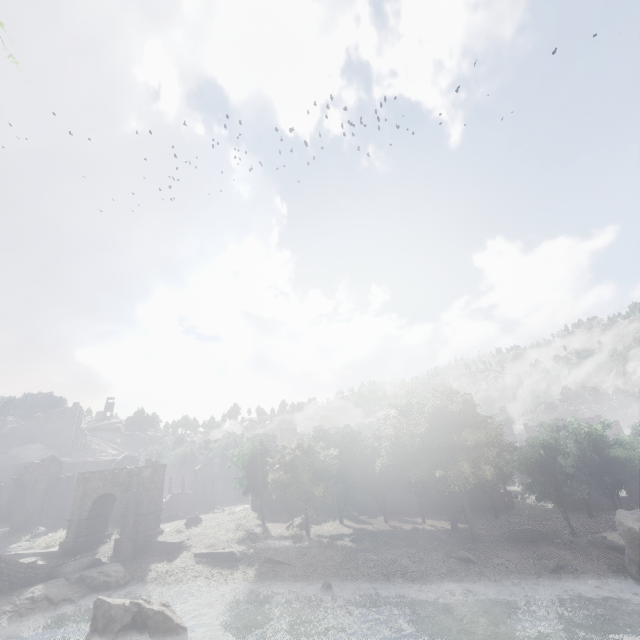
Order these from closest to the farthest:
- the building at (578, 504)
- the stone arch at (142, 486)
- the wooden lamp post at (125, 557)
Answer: the wooden lamp post at (125, 557)
the stone arch at (142, 486)
the building at (578, 504)

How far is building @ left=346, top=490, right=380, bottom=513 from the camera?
39.38m

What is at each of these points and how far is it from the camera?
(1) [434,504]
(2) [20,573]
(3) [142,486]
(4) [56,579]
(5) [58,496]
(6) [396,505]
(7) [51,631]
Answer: (1) building, 39.2 meters
(2) bridge, 19.5 meters
(3) stone arch, 28.3 meters
(4) rock, 20.4 meters
(5) building, 40.5 meters
(6) building, 39.6 meters
(7) rubble, 17.6 meters

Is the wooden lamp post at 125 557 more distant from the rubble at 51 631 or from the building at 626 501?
the building at 626 501

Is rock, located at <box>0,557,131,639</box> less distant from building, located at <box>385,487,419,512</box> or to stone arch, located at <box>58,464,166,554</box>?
stone arch, located at <box>58,464,166,554</box>

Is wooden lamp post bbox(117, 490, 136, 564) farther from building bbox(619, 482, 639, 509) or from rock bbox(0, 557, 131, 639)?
building bbox(619, 482, 639, 509)

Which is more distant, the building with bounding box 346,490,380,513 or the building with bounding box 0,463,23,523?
the building with bounding box 0,463,23,523
